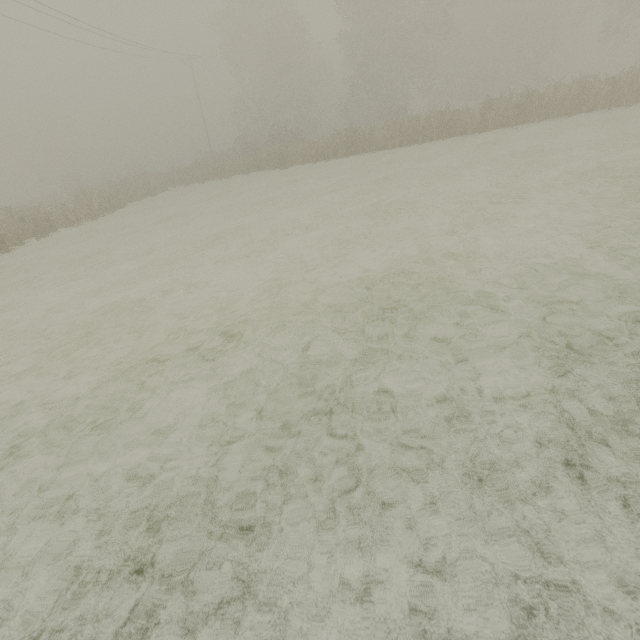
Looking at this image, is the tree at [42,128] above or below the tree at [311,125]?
above

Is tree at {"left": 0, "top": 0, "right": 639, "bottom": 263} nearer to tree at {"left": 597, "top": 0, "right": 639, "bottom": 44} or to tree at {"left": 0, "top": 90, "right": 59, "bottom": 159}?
tree at {"left": 597, "top": 0, "right": 639, "bottom": 44}

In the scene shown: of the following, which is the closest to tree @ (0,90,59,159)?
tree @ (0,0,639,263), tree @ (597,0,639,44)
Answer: tree @ (597,0,639,44)

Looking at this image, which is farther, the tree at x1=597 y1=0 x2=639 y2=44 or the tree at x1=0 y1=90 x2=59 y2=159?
the tree at x1=0 y1=90 x2=59 y2=159

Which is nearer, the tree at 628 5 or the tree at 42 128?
the tree at 628 5

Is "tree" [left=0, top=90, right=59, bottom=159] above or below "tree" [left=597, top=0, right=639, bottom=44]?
above

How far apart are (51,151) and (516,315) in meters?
82.2 m
